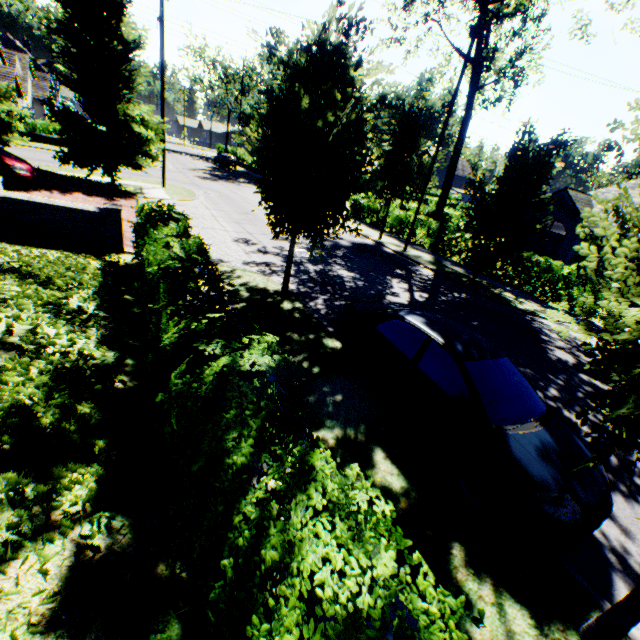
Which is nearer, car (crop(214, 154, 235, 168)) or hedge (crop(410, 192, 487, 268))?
hedge (crop(410, 192, 487, 268))

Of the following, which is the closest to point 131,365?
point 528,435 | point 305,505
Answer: point 305,505

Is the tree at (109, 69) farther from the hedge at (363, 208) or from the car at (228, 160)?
the car at (228, 160)

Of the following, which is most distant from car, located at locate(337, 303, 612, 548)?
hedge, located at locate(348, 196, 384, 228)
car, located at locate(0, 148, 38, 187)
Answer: hedge, located at locate(348, 196, 384, 228)

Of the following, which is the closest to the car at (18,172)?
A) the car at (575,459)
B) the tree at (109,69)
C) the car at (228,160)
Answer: the tree at (109,69)

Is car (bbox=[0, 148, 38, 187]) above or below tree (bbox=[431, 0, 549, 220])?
below

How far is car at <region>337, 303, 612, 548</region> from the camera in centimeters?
376cm

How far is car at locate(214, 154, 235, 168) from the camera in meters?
43.9 m
